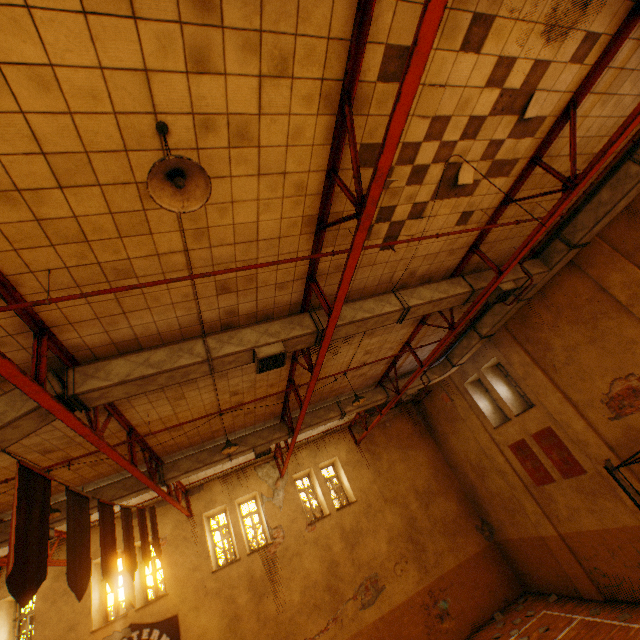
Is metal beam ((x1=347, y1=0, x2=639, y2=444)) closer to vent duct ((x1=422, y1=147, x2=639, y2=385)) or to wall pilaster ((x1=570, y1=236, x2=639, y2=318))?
vent duct ((x1=422, y1=147, x2=639, y2=385))

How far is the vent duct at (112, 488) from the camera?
8.9 meters

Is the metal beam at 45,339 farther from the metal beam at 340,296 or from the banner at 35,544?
the metal beam at 340,296

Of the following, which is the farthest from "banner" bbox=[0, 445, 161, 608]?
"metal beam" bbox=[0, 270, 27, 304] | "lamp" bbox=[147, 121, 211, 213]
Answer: "lamp" bbox=[147, 121, 211, 213]

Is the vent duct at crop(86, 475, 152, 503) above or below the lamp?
above

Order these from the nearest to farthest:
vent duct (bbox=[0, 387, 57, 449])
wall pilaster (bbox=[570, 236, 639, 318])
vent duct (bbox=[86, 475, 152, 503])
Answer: → vent duct (bbox=[0, 387, 57, 449]) → wall pilaster (bbox=[570, 236, 639, 318]) → vent duct (bbox=[86, 475, 152, 503])

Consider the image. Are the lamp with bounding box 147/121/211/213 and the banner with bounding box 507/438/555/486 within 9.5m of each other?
no

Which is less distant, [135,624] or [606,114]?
[606,114]
